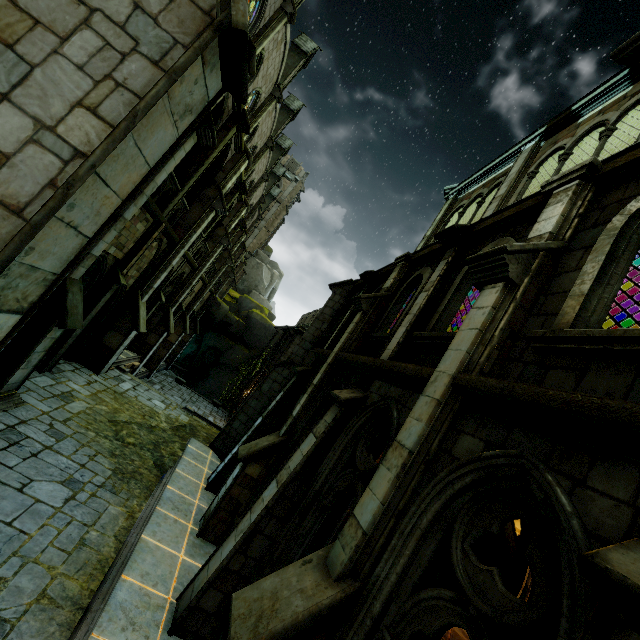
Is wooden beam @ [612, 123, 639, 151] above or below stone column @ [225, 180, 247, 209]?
above

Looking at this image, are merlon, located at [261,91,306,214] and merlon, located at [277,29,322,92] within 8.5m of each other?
no

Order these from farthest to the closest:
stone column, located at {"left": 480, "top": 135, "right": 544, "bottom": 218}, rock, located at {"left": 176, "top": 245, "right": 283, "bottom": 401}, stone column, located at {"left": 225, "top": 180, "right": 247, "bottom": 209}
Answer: rock, located at {"left": 176, "top": 245, "right": 283, "bottom": 401} < stone column, located at {"left": 225, "top": 180, "right": 247, "bottom": 209} < stone column, located at {"left": 480, "top": 135, "right": 544, "bottom": 218}

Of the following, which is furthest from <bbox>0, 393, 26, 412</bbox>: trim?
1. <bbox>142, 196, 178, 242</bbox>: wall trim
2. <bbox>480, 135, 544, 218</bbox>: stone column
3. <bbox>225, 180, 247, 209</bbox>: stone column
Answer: <bbox>480, 135, 544, 218</bbox>: stone column

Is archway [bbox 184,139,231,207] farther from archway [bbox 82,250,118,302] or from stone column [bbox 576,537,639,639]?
stone column [bbox 576,537,639,639]

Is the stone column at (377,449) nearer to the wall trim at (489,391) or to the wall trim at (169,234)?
the wall trim at (489,391)

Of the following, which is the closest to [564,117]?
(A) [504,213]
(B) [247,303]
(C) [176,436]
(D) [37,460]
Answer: (A) [504,213]

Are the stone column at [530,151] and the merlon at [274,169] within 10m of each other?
no
